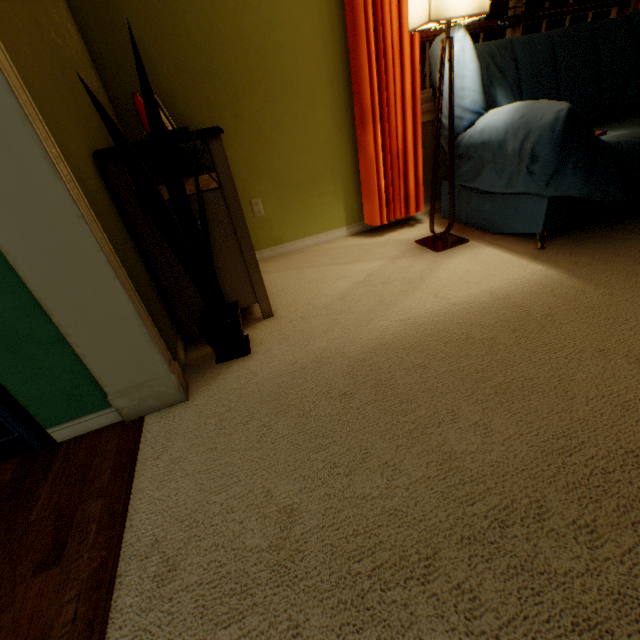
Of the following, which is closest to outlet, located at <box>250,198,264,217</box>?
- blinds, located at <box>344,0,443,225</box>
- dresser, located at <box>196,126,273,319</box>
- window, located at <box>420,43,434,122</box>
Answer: dresser, located at <box>196,126,273,319</box>

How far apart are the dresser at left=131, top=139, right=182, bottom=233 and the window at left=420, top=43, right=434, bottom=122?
1.3m

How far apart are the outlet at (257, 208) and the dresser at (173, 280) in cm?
15

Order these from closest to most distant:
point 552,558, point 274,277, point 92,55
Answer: point 552,558
point 92,55
point 274,277

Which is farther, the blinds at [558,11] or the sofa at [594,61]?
the blinds at [558,11]

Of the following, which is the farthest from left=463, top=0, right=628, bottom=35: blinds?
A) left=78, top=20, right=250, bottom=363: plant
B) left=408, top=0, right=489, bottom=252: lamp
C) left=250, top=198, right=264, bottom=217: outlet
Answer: left=78, top=20, right=250, bottom=363: plant

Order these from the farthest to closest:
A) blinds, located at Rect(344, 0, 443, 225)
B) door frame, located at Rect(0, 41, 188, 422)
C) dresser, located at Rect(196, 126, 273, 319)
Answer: blinds, located at Rect(344, 0, 443, 225) → dresser, located at Rect(196, 126, 273, 319) → door frame, located at Rect(0, 41, 188, 422)

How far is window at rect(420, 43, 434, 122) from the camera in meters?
2.4 m
